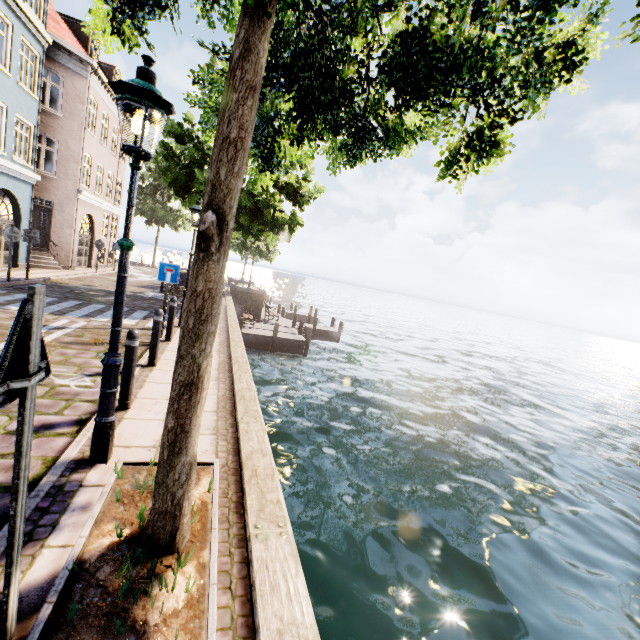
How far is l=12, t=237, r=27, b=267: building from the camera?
14.9 meters

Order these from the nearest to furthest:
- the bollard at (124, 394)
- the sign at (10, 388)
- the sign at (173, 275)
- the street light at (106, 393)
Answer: the sign at (10, 388)
the street light at (106, 393)
the bollard at (124, 394)
the sign at (173, 275)

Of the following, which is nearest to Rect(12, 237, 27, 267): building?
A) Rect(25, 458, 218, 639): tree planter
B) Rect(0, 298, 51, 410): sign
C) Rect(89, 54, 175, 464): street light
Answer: Rect(89, 54, 175, 464): street light

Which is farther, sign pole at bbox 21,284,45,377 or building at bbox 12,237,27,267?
building at bbox 12,237,27,267

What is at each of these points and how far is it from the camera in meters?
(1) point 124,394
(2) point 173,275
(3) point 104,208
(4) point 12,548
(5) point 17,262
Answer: (1) bollard, 4.4 m
(2) sign, 8.0 m
(3) building, 21.4 m
(4) sign pole, 1.6 m
(5) building, 15.0 m

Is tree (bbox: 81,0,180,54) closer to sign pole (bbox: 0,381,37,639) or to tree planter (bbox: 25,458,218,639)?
tree planter (bbox: 25,458,218,639)

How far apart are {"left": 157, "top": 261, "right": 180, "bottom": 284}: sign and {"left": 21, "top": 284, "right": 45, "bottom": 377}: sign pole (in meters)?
6.88

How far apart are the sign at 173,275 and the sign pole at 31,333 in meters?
6.9
